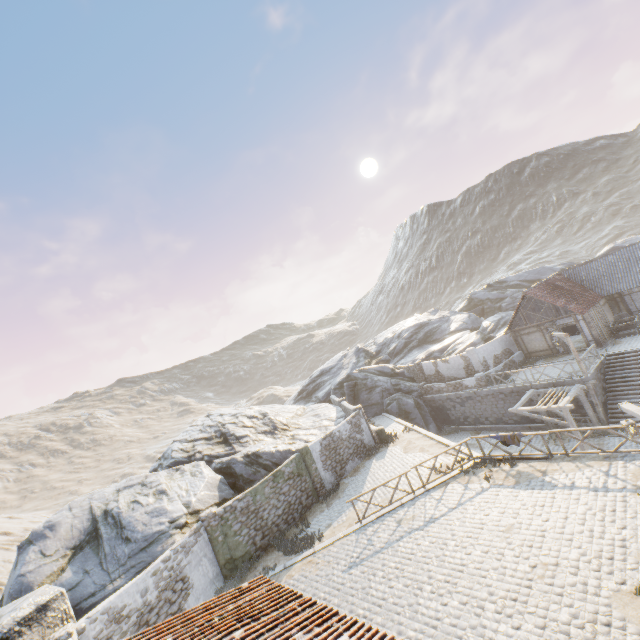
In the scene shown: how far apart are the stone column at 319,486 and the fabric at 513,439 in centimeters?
987cm

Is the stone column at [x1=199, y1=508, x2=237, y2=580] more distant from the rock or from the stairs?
the stairs

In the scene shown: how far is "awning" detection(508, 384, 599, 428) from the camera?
18.58m

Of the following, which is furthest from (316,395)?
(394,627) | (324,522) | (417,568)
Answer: (394,627)

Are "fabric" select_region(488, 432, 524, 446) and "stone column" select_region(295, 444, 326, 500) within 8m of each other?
no

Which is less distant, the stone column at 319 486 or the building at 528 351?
the stone column at 319 486

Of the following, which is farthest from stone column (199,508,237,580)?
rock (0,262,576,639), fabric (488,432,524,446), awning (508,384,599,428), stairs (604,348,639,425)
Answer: stairs (604,348,639,425)

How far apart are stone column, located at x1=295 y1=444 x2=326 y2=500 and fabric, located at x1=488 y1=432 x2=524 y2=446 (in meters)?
9.87
